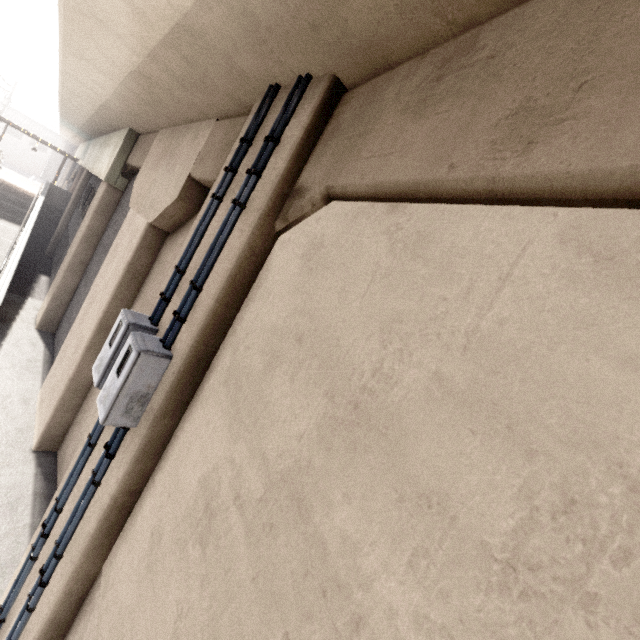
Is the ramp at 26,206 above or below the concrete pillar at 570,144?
below

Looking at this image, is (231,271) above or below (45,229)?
above

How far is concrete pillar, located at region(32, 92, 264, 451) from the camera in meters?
4.6 m

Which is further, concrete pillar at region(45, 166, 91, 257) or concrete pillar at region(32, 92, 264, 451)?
concrete pillar at region(45, 166, 91, 257)

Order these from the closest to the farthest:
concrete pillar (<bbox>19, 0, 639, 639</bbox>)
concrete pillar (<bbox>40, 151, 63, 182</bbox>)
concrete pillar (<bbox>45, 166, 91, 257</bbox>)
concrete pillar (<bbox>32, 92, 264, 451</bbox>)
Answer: concrete pillar (<bbox>19, 0, 639, 639</bbox>), concrete pillar (<bbox>32, 92, 264, 451</bbox>), concrete pillar (<bbox>45, 166, 91, 257</bbox>), concrete pillar (<bbox>40, 151, 63, 182</bbox>)

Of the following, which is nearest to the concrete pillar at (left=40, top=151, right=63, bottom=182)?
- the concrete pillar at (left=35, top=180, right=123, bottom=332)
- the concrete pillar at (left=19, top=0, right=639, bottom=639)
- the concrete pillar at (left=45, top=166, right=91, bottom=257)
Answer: the concrete pillar at (left=45, top=166, right=91, bottom=257)

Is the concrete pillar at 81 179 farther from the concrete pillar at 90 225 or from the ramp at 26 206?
the concrete pillar at 90 225

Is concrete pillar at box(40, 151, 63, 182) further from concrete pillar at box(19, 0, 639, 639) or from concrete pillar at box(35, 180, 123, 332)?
concrete pillar at box(19, 0, 639, 639)
